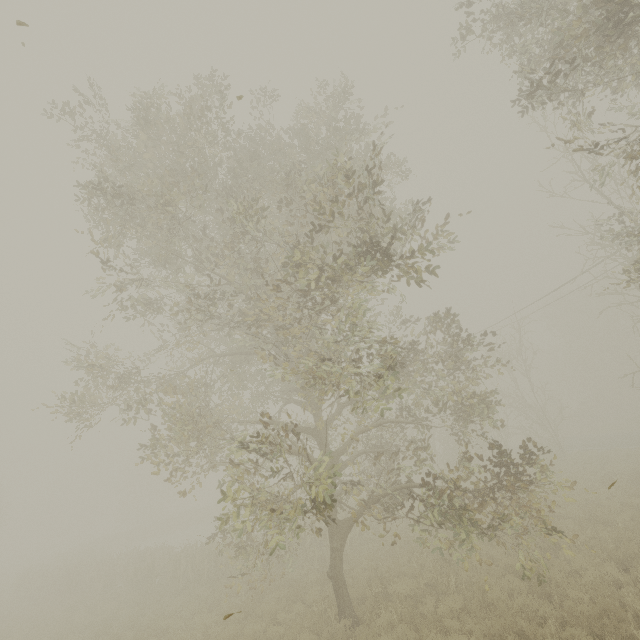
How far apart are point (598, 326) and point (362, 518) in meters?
43.2 m
